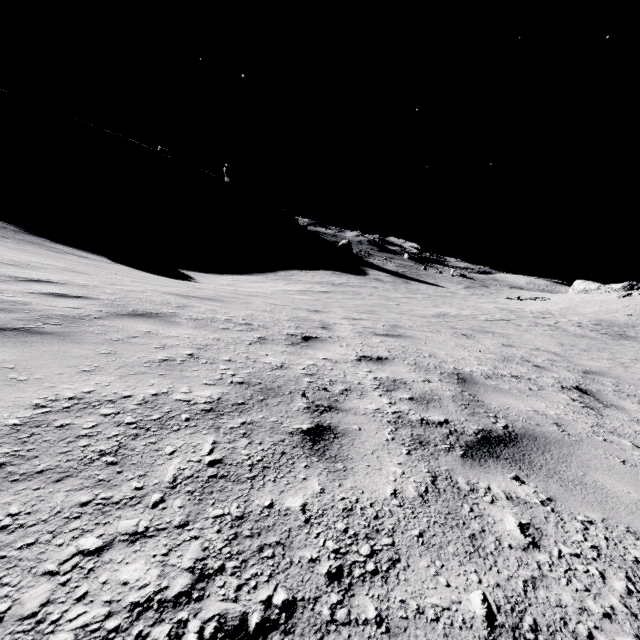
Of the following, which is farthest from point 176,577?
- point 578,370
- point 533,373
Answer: point 578,370
